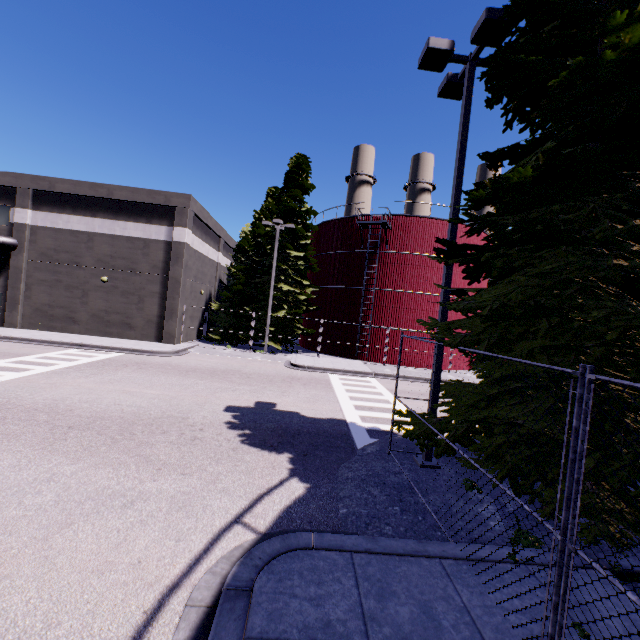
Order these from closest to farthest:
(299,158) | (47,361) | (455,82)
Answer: (455,82) → (47,361) → (299,158)

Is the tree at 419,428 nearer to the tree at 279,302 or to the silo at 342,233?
the silo at 342,233

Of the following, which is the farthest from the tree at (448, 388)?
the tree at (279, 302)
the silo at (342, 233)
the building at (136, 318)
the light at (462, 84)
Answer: the tree at (279, 302)

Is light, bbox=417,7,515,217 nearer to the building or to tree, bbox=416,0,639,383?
tree, bbox=416,0,639,383

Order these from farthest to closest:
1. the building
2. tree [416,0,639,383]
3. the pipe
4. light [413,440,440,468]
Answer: the building
the pipe
light [413,440,440,468]
tree [416,0,639,383]

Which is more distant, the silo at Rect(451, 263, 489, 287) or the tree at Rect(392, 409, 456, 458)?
the silo at Rect(451, 263, 489, 287)

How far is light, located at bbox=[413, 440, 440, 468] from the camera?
7.7m

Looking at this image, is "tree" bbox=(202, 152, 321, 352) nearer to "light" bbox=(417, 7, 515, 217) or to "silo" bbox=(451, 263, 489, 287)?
"silo" bbox=(451, 263, 489, 287)
